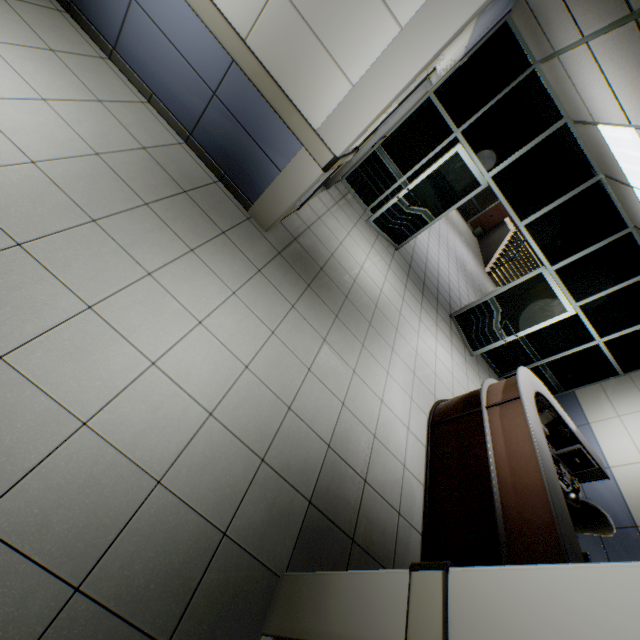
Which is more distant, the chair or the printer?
the printer

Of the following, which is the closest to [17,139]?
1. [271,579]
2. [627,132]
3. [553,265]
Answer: [271,579]

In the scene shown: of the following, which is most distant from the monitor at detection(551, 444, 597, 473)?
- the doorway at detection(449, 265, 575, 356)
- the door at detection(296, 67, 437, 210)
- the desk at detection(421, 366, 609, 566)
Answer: the door at detection(296, 67, 437, 210)

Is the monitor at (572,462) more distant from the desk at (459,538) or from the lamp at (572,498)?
the lamp at (572,498)

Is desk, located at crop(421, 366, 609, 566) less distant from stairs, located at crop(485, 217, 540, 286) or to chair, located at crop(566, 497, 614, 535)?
chair, located at crop(566, 497, 614, 535)

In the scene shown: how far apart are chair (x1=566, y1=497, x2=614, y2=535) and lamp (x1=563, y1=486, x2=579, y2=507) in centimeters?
103cm

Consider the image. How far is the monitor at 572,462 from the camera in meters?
4.4

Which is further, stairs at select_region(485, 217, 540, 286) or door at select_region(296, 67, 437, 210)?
stairs at select_region(485, 217, 540, 286)
